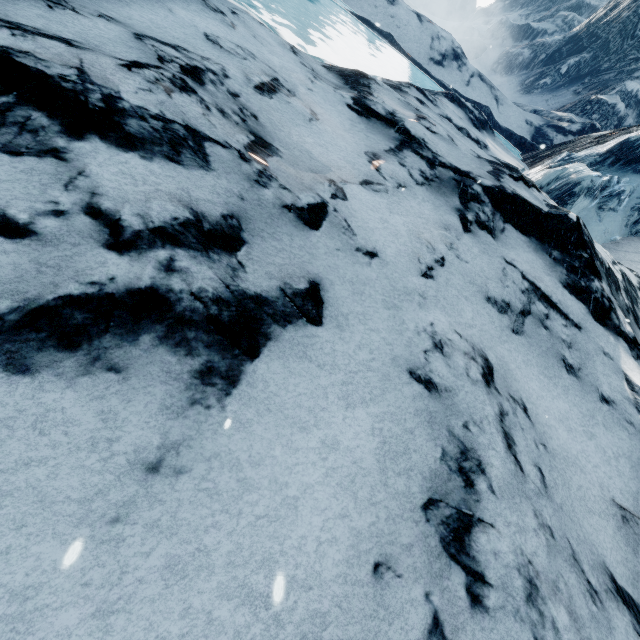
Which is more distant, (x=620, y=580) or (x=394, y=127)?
(x=394, y=127)
